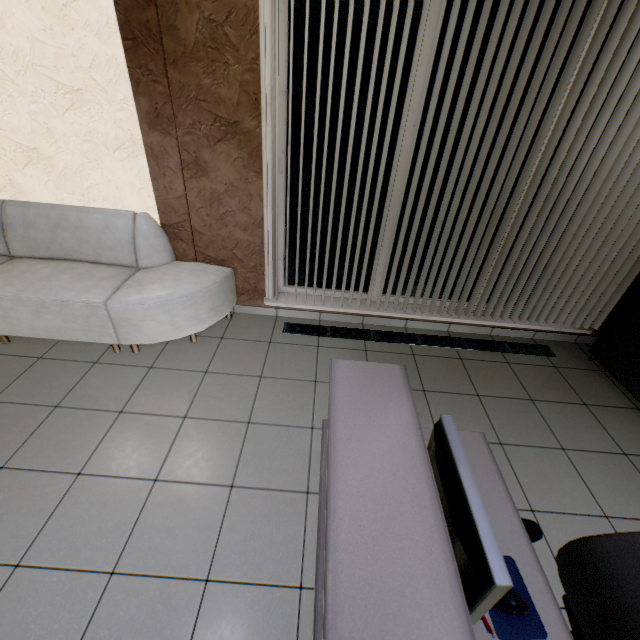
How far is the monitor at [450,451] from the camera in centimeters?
83cm

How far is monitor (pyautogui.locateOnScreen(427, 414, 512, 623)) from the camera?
0.8 meters

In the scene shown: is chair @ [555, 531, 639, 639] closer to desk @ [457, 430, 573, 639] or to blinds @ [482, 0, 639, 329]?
desk @ [457, 430, 573, 639]

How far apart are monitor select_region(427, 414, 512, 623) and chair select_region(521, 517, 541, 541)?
0.3 meters

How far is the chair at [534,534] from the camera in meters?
1.3

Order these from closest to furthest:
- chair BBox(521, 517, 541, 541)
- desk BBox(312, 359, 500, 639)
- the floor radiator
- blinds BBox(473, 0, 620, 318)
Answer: desk BBox(312, 359, 500, 639), chair BBox(521, 517, 541, 541), blinds BBox(473, 0, 620, 318), the floor radiator

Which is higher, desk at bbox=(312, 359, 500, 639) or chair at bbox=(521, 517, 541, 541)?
desk at bbox=(312, 359, 500, 639)

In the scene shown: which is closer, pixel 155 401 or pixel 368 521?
pixel 368 521
